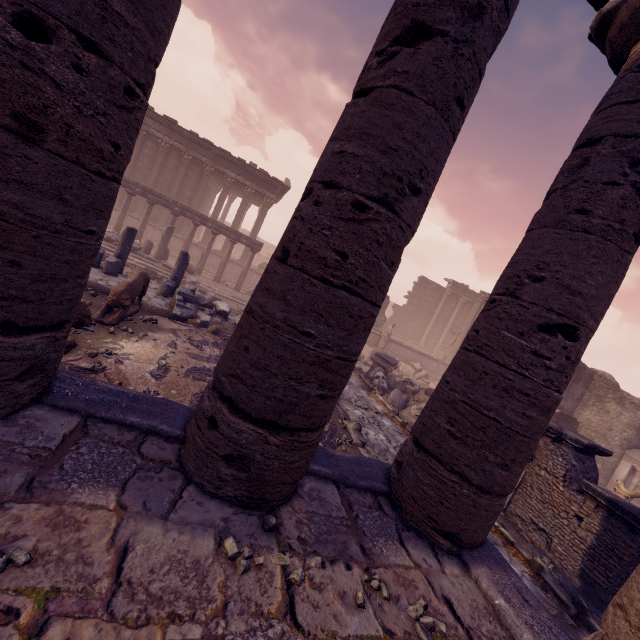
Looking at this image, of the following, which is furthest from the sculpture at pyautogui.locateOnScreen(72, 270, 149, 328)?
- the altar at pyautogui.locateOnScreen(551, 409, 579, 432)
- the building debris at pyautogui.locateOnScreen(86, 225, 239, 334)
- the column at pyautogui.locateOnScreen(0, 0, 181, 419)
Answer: the altar at pyautogui.locateOnScreen(551, 409, 579, 432)

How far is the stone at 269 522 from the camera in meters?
2.3

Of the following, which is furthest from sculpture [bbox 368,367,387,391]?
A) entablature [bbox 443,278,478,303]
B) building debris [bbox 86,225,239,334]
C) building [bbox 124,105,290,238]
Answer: entablature [bbox 443,278,478,303]

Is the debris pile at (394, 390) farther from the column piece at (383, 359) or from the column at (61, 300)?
the column at (61, 300)

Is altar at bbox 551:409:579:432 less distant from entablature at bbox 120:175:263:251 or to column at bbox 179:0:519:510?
column at bbox 179:0:519:510

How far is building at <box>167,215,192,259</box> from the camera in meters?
21.2

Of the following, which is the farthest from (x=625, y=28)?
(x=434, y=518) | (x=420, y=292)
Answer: (x=420, y=292)

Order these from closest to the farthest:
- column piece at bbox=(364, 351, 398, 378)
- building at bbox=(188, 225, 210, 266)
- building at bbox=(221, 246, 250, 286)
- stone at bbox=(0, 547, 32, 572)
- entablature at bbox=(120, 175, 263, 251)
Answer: stone at bbox=(0, 547, 32, 572), column piece at bbox=(364, 351, 398, 378), entablature at bbox=(120, 175, 263, 251), building at bbox=(188, 225, 210, 266), building at bbox=(221, 246, 250, 286)
